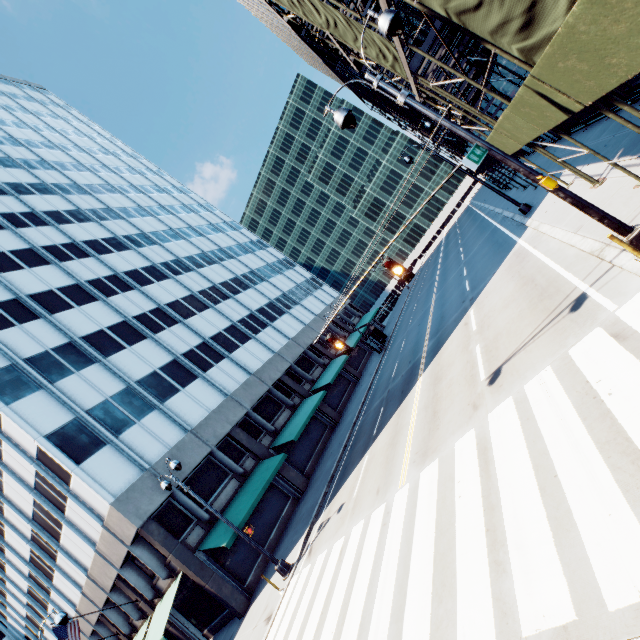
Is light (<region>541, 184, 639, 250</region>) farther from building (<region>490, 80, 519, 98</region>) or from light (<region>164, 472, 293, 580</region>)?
light (<region>164, 472, 293, 580</region>)

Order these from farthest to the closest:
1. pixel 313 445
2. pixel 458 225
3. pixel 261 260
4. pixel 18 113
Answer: pixel 458 225, pixel 261 260, pixel 18 113, pixel 313 445

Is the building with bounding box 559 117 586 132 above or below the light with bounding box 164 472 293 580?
above

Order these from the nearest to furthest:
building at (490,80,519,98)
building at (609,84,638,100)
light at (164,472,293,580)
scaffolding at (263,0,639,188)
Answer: scaffolding at (263,0,639,188) < building at (609,84,638,100) < light at (164,472,293,580) < building at (490,80,519,98)

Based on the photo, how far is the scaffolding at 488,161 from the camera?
18.58m

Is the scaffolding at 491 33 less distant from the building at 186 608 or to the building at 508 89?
the building at 508 89

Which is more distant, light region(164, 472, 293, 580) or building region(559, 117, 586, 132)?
building region(559, 117, 586, 132)

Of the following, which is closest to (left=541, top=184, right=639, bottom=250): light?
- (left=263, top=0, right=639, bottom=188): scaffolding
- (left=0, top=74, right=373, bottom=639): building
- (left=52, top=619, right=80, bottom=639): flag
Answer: (left=263, top=0, right=639, bottom=188): scaffolding
